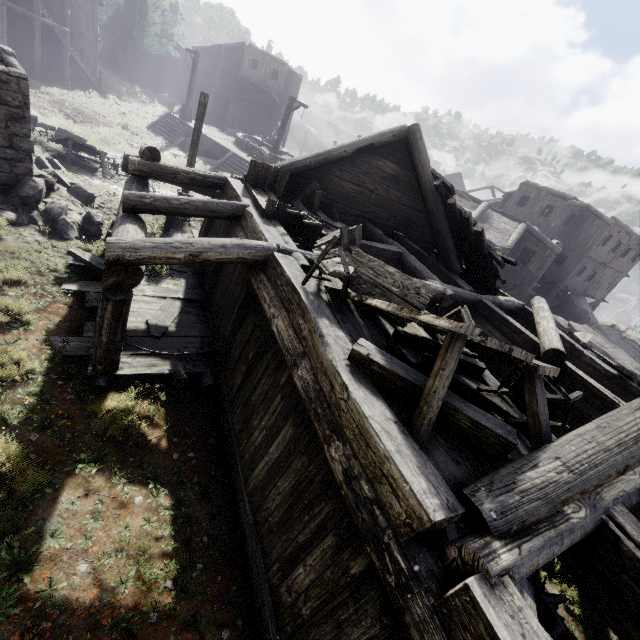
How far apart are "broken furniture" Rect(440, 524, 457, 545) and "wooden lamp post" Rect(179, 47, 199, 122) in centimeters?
3110cm

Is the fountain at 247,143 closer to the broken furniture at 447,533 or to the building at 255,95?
the building at 255,95

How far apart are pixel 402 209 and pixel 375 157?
2.29m

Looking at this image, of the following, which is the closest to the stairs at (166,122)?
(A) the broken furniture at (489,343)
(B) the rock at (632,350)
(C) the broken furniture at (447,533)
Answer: (B) the rock at (632,350)

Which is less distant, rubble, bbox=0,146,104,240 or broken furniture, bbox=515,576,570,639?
broken furniture, bbox=515,576,570,639

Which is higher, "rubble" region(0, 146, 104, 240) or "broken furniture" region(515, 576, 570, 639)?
"rubble" region(0, 146, 104, 240)

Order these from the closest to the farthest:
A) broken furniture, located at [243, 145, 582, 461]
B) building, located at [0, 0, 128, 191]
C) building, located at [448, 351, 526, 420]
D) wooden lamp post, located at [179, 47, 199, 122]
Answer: broken furniture, located at [243, 145, 582, 461] < building, located at [448, 351, 526, 420] < building, located at [0, 0, 128, 191] < wooden lamp post, located at [179, 47, 199, 122]

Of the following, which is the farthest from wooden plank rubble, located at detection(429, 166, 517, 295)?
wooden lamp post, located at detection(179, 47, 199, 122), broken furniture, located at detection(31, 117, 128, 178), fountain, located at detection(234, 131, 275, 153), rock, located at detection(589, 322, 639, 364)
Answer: wooden lamp post, located at detection(179, 47, 199, 122)
